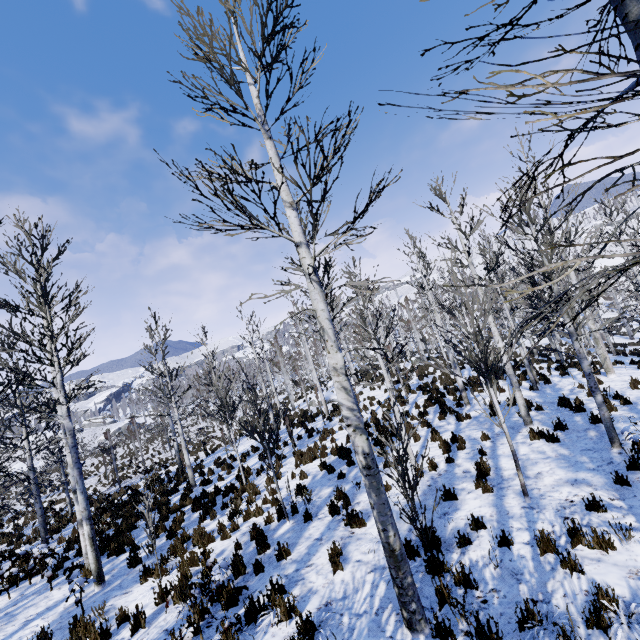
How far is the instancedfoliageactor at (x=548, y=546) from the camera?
4.3 meters

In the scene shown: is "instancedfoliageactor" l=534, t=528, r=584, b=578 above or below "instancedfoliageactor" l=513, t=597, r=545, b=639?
below

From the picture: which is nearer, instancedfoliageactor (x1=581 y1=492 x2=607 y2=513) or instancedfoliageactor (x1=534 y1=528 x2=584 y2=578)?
instancedfoliageactor (x1=534 y1=528 x2=584 y2=578)

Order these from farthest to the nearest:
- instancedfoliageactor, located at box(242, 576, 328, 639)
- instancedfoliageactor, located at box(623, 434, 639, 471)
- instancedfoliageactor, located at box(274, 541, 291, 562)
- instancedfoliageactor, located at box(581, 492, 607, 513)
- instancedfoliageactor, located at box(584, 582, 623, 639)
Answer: instancedfoliageactor, located at box(274, 541, 291, 562) < instancedfoliageactor, located at box(581, 492, 607, 513) < instancedfoliageactor, located at box(623, 434, 639, 471) < instancedfoliageactor, located at box(242, 576, 328, 639) < instancedfoliageactor, located at box(584, 582, 623, 639)

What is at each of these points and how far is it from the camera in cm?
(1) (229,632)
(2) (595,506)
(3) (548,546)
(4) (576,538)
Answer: (1) instancedfoliageactor, 442
(2) instancedfoliageactor, 547
(3) instancedfoliageactor, 486
(4) instancedfoliageactor, 488

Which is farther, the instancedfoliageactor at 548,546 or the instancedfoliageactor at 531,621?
the instancedfoliageactor at 548,546
